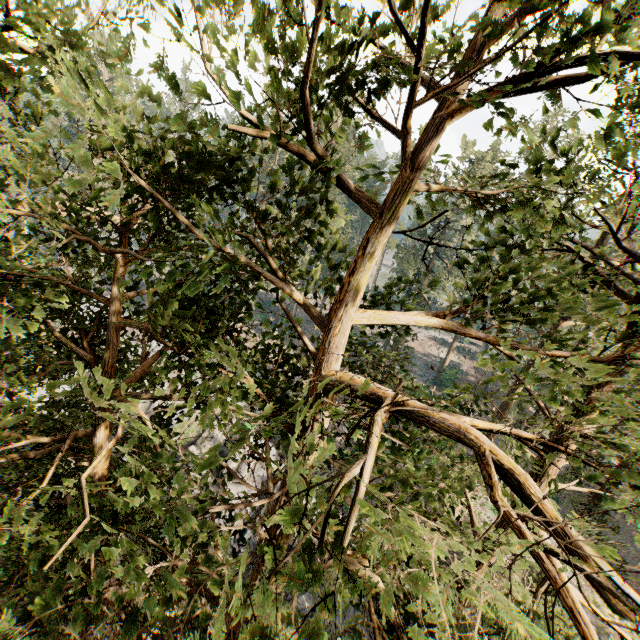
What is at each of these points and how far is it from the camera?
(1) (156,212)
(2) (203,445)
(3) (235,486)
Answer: (1) foliage, 7.2 meters
(2) rock, 28.6 meters
(3) rock, 26.9 meters

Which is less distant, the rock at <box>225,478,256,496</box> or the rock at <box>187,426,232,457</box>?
the rock at <box>225,478,256,496</box>

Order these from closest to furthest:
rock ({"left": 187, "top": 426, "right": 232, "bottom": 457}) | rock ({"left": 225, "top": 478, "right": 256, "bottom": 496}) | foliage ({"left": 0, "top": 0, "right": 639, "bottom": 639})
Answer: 1. foliage ({"left": 0, "top": 0, "right": 639, "bottom": 639})
2. rock ({"left": 225, "top": 478, "right": 256, "bottom": 496})
3. rock ({"left": 187, "top": 426, "right": 232, "bottom": 457})

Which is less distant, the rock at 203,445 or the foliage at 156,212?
the foliage at 156,212

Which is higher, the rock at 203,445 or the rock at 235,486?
the rock at 203,445

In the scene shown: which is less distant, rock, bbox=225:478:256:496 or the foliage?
the foliage

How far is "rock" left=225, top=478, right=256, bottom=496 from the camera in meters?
26.8 m
